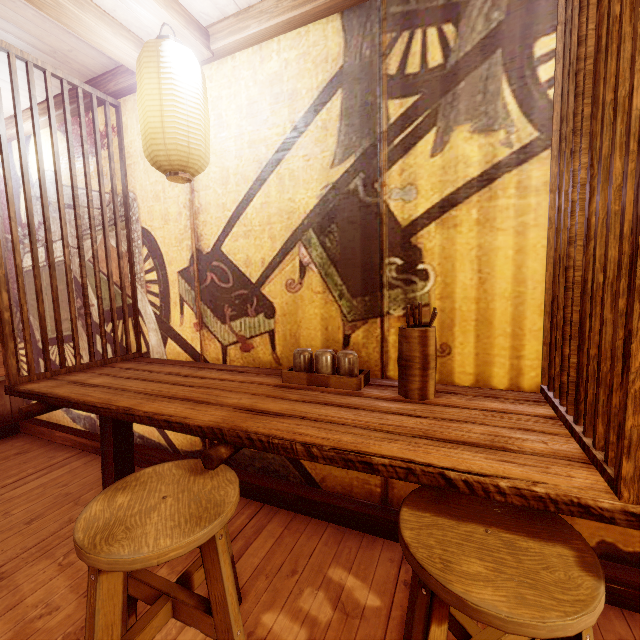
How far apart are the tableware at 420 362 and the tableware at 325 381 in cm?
35

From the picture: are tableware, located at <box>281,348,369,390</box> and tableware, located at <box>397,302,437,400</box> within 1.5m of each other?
yes

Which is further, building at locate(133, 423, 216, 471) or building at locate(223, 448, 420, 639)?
building at locate(133, 423, 216, 471)

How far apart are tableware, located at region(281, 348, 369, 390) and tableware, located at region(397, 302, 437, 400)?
0.3 meters

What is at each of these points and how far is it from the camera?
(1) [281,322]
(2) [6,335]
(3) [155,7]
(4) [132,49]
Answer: (1) building, 3.66m
(2) wood partition, 3.27m
(3) wood bar, 2.88m
(4) wood bar, 3.41m

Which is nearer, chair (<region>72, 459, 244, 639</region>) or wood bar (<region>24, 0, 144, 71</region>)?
chair (<region>72, 459, 244, 639</region>)

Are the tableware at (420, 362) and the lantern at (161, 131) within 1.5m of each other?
no

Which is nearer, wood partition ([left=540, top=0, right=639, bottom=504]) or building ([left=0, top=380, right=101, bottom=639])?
wood partition ([left=540, top=0, right=639, bottom=504])
